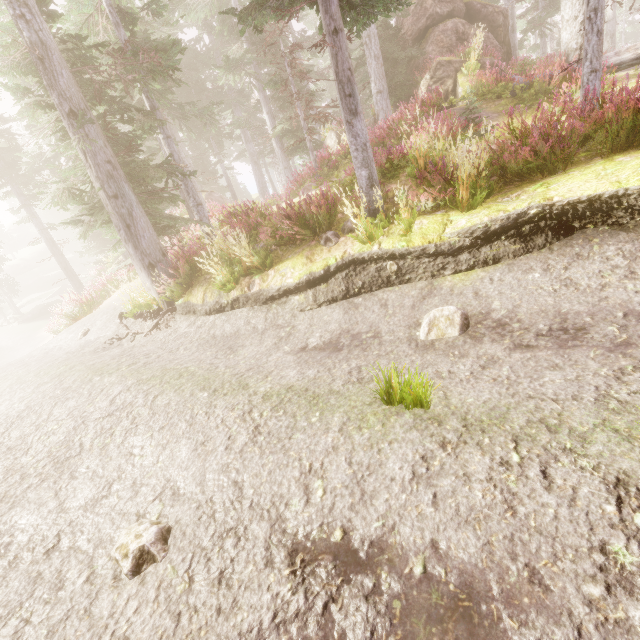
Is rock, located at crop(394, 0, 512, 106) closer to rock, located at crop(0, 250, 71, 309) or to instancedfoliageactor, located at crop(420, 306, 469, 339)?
instancedfoliageactor, located at crop(420, 306, 469, 339)

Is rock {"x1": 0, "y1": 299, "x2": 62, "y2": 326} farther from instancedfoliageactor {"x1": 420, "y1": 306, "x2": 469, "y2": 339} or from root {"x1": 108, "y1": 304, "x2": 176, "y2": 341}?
root {"x1": 108, "y1": 304, "x2": 176, "y2": 341}

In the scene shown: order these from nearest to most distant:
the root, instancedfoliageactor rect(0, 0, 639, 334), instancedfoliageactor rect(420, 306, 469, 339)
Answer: instancedfoliageactor rect(420, 306, 469, 339), instancedfoliageactor rect(0, 0, 639, 334), the root

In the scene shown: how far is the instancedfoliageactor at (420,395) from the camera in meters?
3.0 m

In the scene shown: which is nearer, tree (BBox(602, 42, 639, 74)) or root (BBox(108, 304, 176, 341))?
root (BBox(108, 304, 176, 341))

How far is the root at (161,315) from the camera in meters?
8.4

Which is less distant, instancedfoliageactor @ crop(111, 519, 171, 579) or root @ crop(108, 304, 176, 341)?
instancedfoliageactor @ crop(111, 519, 171, 579)

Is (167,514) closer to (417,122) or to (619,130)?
(619,130)
